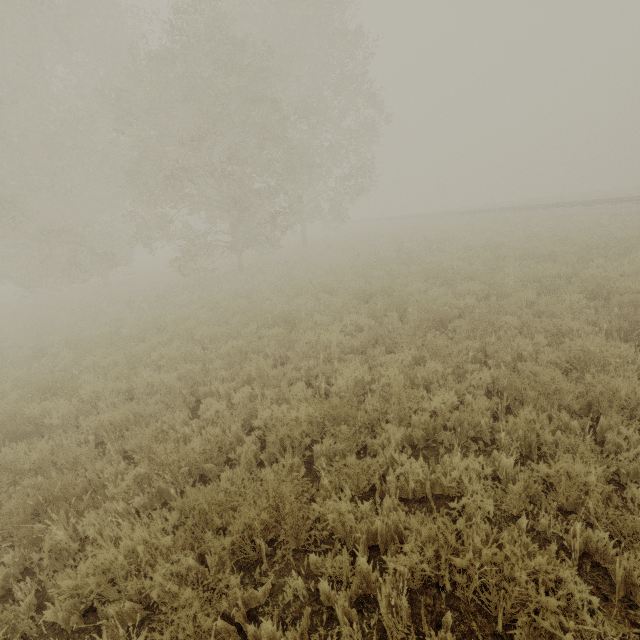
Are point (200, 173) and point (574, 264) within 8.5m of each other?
no
